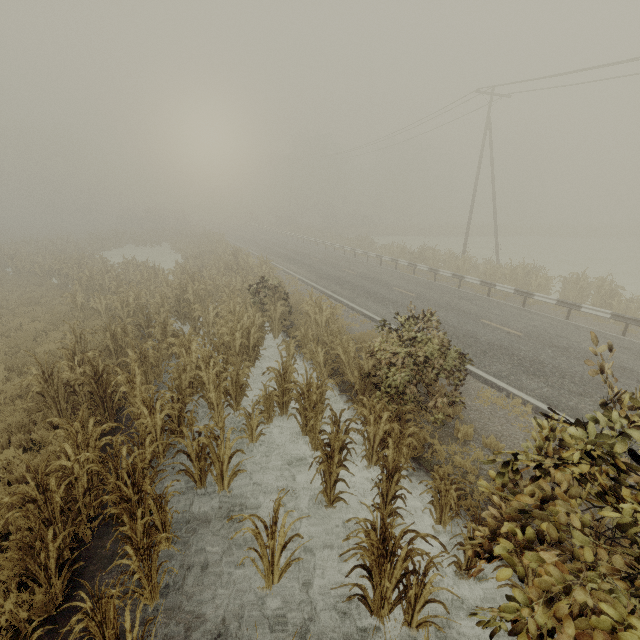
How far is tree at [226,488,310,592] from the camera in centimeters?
409cm

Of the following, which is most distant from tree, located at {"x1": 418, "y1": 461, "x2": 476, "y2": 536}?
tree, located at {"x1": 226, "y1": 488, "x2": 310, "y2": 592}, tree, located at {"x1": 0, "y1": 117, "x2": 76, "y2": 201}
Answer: tree, located at {"x1": 0, "y1": 117, "x2": 76, "y2": 201}

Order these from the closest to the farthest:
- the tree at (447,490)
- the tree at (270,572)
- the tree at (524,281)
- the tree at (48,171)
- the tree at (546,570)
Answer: the tree at (546,570), the tree at (270,572), the tree at (447,490), the tree at (524,281), the tree at (48,171)

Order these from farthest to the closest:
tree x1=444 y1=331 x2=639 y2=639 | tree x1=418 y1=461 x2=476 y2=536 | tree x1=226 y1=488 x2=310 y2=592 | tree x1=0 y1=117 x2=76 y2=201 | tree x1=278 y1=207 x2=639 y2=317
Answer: tree x1=0 y1=117 x2=76 y2=201
tree x1=278 y1=207 x2=639 y2=317
tree x1=418 y1=461 x2=476 y2=536
tree x1=226 y1=488 x2=310 y2=592
tree x1=444 y1=331 x2=639 y2=639

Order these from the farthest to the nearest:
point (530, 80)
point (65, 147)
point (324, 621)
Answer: point (65, 147) < point (530, 80) < point (324, 621)

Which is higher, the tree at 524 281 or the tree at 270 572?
the tree at 524 281

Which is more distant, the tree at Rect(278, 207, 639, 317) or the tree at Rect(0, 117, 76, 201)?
the tree at Rect(0, 117, 76, 201)

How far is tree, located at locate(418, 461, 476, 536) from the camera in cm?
514
